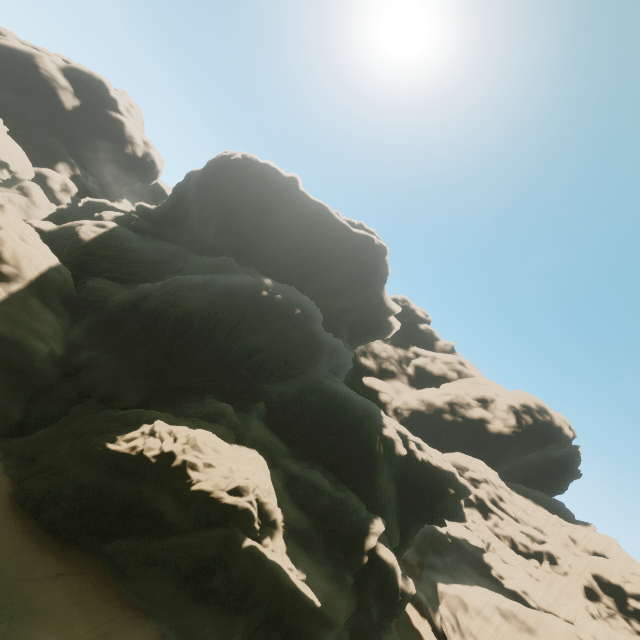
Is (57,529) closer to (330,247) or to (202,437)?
(202,437)
